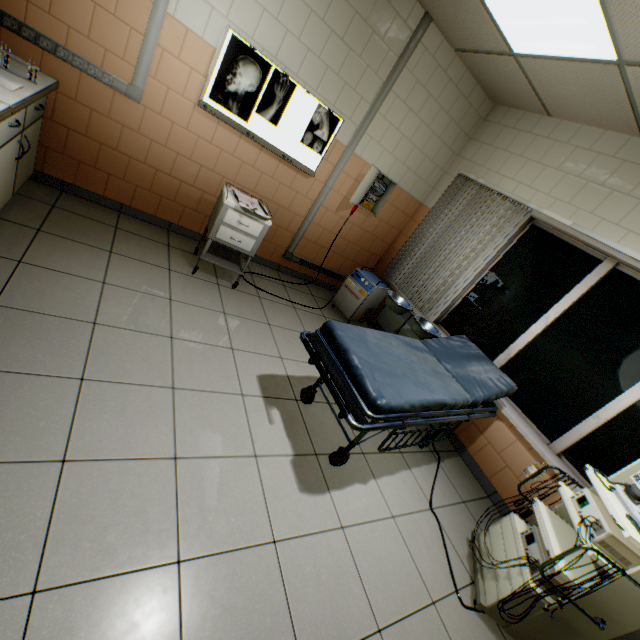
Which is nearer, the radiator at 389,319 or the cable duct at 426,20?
the cable duct at 426,20

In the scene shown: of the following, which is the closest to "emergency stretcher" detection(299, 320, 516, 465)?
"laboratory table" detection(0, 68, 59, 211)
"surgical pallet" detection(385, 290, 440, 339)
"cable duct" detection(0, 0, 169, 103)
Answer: "surgical pallet" detection(385, 290, 440, 339)

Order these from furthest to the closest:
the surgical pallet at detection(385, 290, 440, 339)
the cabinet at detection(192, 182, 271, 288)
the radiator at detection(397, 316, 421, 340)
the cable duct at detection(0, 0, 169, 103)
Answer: the radiator at detection(397, 316, 421, 340), the surgical pallet at detection(385, 290, 440, 339), the cabinet at detection(192, 182, 271, 288), the cable duct at detection(0, 0, 169, 103)

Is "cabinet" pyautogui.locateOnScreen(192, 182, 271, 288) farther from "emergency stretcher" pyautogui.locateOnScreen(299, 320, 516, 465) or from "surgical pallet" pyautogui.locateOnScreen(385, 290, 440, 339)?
"surgical pallet" pyautogui.locateOnScreen(385, 290, 440, 339)

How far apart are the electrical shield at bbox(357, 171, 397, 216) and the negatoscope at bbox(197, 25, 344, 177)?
0.86m

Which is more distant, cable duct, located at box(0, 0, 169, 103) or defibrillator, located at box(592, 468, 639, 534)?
cable duct, located at box(0, 0, 169, 103)

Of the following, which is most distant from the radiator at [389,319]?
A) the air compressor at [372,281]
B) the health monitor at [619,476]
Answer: the health monitor at [619,476]

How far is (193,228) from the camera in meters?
3.9
